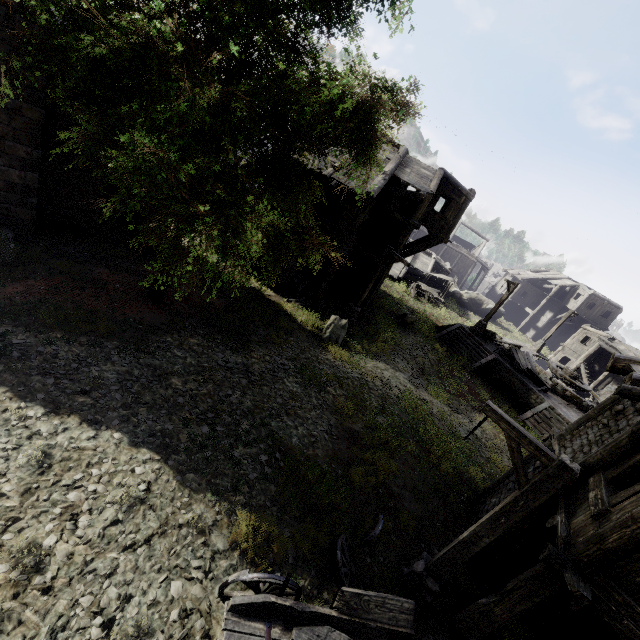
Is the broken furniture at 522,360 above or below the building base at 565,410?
above

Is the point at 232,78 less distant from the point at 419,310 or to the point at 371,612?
the point at 371,612

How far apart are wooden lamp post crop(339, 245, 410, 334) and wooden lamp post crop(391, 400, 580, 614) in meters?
10.2 m

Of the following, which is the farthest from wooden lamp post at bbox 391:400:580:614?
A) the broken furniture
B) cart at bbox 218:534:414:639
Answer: the broken furniture

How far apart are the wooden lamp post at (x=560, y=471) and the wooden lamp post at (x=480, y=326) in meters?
19.9 m

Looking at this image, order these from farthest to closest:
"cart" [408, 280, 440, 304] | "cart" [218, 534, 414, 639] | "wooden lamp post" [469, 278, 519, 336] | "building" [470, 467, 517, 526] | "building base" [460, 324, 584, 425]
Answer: "cart" [408, 280, 440, 304] < "wooden lamp post" [469, 278, 519, 336] < "building base" [460, 324, 584, 425] < "building" [470, 467, 517, 526] < "cart" [218, 534, 414, 639]

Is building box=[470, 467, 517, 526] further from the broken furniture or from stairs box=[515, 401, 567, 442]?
the broken furniture

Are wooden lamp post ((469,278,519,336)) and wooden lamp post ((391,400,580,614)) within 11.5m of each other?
no
